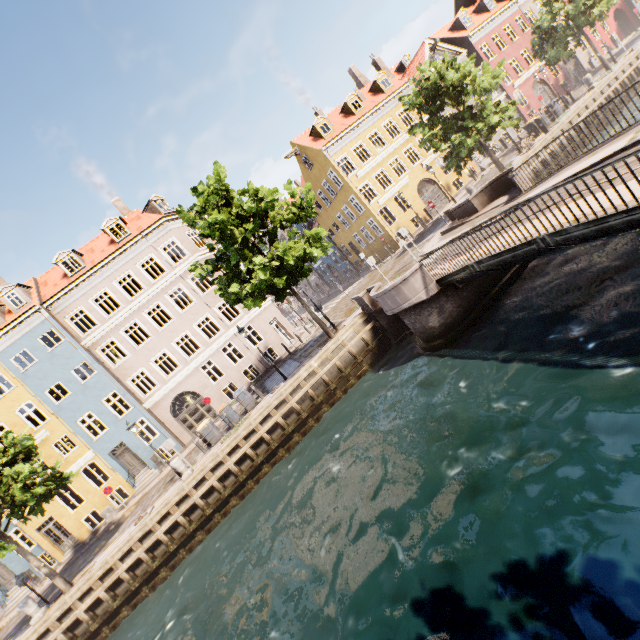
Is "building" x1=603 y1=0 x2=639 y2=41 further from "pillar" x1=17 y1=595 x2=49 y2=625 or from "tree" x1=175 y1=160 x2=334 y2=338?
"pillar" x1=17 y1=595 x2=49 y2=625

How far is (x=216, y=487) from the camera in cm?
1471

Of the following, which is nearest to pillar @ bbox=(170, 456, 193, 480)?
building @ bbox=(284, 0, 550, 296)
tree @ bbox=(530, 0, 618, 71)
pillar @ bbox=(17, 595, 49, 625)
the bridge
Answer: tree @ bbox=(530, 0, 618, 71)

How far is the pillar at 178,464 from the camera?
15.2m

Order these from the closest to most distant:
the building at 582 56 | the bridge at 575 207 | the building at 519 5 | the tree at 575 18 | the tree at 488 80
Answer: the bridge at 575 207
the tree at 488 80
the tree at 575 18
the building at 519 5
the building at 582 56

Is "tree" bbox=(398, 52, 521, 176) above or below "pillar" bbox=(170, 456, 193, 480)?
above

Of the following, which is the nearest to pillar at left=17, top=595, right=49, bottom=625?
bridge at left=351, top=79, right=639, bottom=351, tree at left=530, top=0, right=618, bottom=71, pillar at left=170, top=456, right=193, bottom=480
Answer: tree at left=530, top=0, right=618, bottom=71

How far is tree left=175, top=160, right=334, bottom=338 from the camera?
14.1 meters
